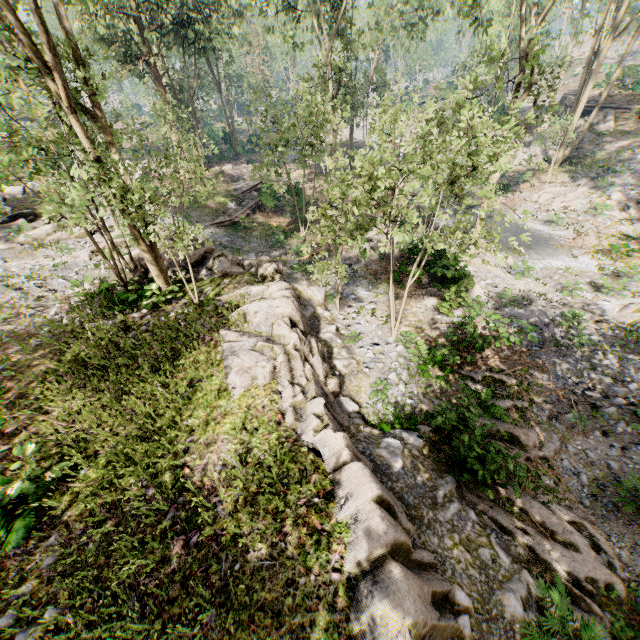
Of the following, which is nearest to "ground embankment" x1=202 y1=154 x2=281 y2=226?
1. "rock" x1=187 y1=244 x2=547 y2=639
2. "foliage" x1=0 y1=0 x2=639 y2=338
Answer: "foliage" x1=0 y1=0 x2=639 y2=338

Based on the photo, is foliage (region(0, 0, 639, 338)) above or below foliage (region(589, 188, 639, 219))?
above

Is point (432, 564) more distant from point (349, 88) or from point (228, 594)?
point (349, 88)

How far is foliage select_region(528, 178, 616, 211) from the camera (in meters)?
25.36

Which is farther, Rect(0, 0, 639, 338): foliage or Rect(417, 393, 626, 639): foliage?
Rect(0, 0, 639, 338): foliage

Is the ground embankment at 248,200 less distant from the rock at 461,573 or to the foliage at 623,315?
the foliage at 623,315

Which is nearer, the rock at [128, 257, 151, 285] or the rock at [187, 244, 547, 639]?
the rock at [187, 244, 547, 639]

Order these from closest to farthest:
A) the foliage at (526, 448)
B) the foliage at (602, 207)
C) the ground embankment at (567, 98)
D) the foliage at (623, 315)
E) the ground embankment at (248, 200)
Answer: the foliage at (526, 448) → the foliage at (623, 315) → the foliage at (602, 207) → the ground embankment at (248, 200) → the ground embankment at (567, 98)
